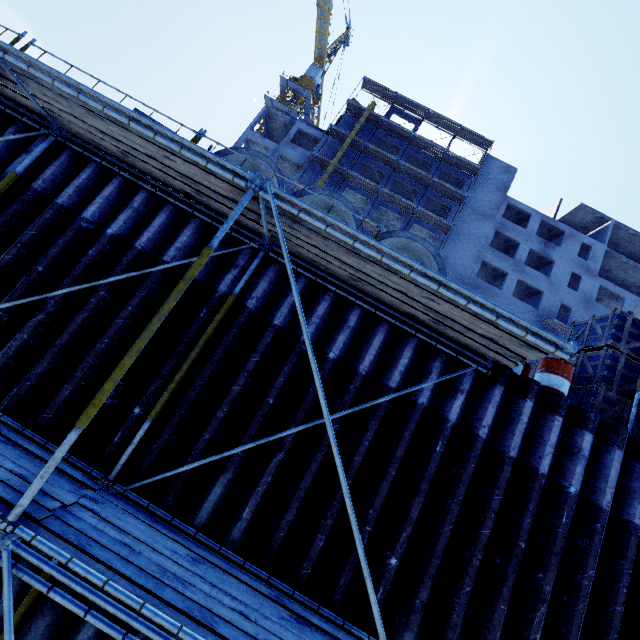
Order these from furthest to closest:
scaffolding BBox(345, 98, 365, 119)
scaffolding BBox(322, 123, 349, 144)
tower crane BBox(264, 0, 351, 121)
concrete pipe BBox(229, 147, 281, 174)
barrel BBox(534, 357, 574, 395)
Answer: tower crane BBox(264, 0, 351, 121) < scaffolding BBox(345, 98, 365, 119) < scaffolding BBox(322, 123, 349, 144) < concrete pipe BBox(229, 147, 281, 174) < barrel BBox(534, 357, 574, 395)

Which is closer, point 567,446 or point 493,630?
point 493,630

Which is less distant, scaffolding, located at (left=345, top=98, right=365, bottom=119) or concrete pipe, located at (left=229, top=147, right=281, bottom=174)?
concrete pipe, located at (left=229, top=147, right=281, bottom=174)

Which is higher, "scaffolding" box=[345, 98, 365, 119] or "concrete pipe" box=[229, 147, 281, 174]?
"scaffolding" box=[345, 98, 365, 119]

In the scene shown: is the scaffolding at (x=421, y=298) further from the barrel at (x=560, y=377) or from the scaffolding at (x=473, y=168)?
the scaffolding at (x=473, y=168)

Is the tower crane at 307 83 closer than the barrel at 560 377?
No

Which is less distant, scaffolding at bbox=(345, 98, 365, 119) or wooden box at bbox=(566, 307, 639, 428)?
wooden box at bbox=(566, 307, 639, 428)

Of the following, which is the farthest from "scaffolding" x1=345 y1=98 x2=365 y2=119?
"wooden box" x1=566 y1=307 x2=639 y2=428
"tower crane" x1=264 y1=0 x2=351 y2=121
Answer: "wooden box" x1=566 y1=307 x2=639 y2=428
